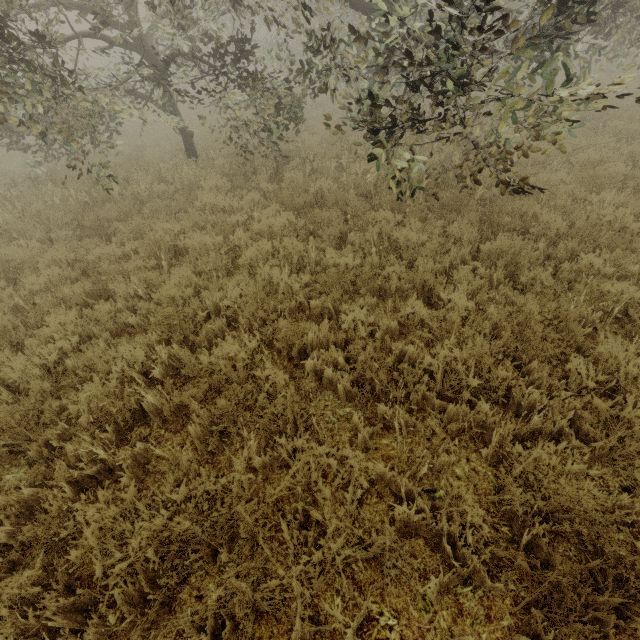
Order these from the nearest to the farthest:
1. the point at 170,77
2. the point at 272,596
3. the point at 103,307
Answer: the point at 272,596
the point at 103,307
the point at 170,77
